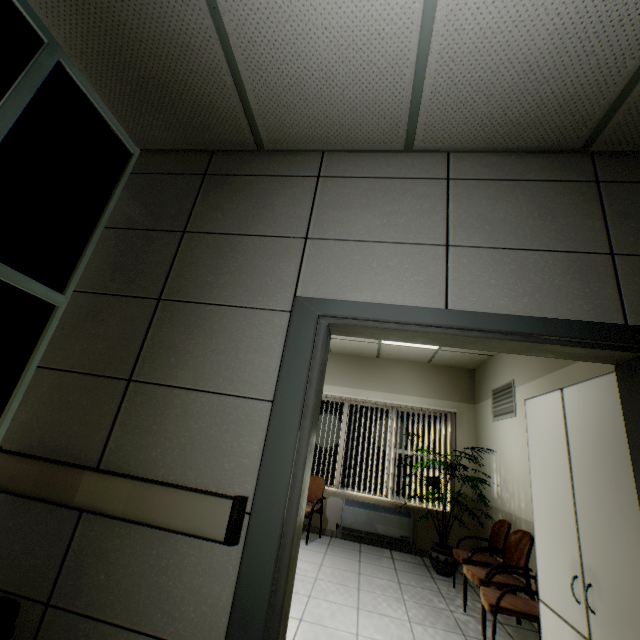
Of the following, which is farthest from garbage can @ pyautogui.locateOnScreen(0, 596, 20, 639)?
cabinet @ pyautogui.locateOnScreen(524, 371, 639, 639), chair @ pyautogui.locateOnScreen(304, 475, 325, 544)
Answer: chair @ pyautogui.locateOnScreen(304, 475, 325, 544)

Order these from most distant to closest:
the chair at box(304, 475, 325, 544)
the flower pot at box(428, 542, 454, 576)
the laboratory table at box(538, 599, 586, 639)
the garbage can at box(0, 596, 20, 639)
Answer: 1. the chair at box(304, 475, 325, 544)
2. the flower pot at box(428, 542, 454, 576)
3. the laboratory table at box(538, 599, 586, 639)
4. the garbage can at box(0, 596, 20, 639)

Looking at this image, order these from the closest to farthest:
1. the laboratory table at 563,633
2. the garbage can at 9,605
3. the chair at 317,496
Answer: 1. the garbage can at 9,605
2. the laboratory table at 563,633
3. the chair at 317,496

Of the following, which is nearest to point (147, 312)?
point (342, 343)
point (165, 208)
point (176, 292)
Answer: point (176, 292)

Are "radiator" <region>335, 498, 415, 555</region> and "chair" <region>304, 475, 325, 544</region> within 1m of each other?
yes

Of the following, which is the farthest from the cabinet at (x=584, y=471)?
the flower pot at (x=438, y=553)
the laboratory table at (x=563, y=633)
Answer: the flower pot at (x=438, y=553)

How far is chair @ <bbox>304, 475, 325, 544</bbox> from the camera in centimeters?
507cm

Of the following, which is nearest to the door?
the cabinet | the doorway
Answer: the cabinet
